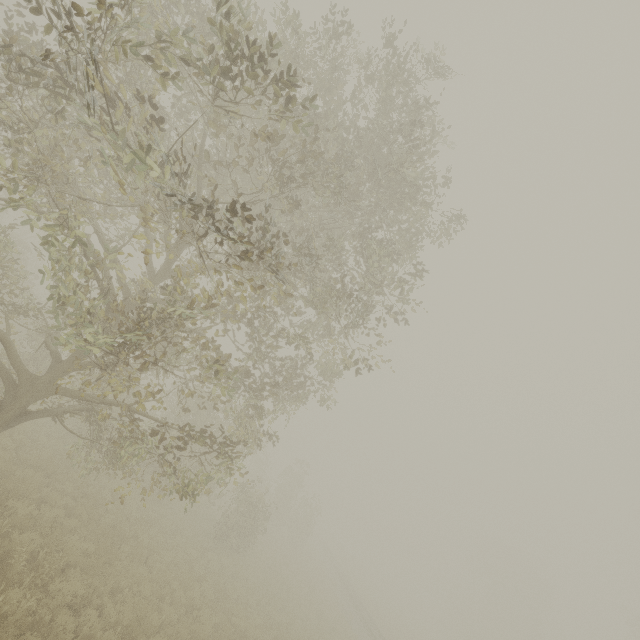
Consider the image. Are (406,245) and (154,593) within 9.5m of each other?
no

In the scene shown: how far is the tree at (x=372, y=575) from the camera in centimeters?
5026cm

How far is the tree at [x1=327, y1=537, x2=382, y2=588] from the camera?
50.26m

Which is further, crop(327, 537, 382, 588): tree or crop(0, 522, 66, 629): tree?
crop(327, 537, 382, 588): tree

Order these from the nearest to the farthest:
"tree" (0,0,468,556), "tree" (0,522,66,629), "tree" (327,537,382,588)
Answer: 1. "tree" (0,0,468,556)
2. "tree" (0,522,66,629)
3. "tree" (327,537,382,588)

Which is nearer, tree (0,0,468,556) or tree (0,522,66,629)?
tree (0,0,468,556)

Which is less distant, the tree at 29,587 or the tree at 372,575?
the tree at 29,587
